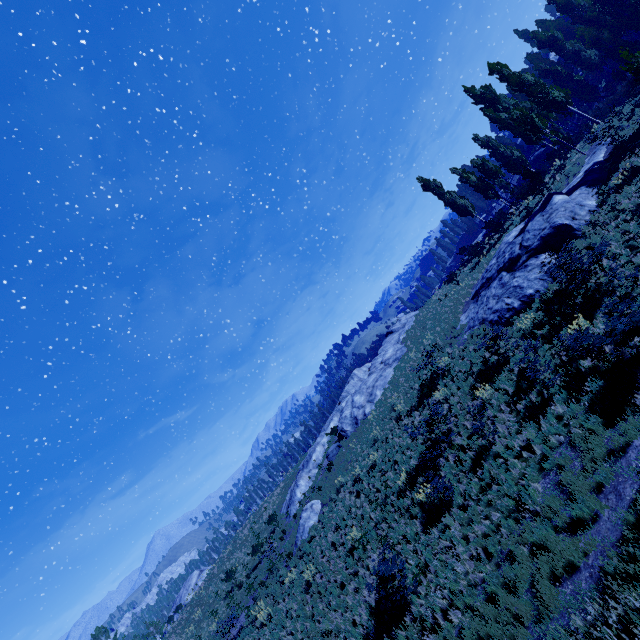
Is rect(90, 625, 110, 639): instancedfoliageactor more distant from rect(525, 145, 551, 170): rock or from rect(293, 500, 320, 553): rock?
rect(293, 500, 320, 553): rock

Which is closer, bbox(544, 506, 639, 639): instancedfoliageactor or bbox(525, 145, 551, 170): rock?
bbox(544, 506, 639, 639): instancedfoliageactor

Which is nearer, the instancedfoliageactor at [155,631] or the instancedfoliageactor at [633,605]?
the instancedfoliageactor at [633,605]

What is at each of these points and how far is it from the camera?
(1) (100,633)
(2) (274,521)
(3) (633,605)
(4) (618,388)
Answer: (1) instancedfoliageactor, 45.6 meters
(2) instancedfoliageactor, 28.6 meters
(3) instancedfoliageactor, 4.8 meters
(4) instancedfoliageactor, 8.8 meters

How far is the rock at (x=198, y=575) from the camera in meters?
43.9 m

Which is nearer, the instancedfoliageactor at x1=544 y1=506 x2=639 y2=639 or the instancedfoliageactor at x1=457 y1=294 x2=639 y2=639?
the instancedfoliageactor at x1=544 y1=506 x2=639 y2=639

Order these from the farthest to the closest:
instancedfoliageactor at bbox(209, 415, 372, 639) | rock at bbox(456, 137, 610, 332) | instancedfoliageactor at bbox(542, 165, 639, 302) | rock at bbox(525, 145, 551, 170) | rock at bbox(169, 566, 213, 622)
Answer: rock at bbox(525, 145, 551, 170) < rock at bbox(169, 566, 213, 622) < instancedfoliageactor at bbox(209, 415, 372, 639) < rock at bbox(456, 137, 610, 332) < instancedfoliageactor at bbox(542, 165, 639, 302)

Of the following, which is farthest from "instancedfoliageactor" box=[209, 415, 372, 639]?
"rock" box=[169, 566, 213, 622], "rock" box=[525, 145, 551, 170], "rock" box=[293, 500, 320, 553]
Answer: "rock" box=[293, 500, 320, 553]
